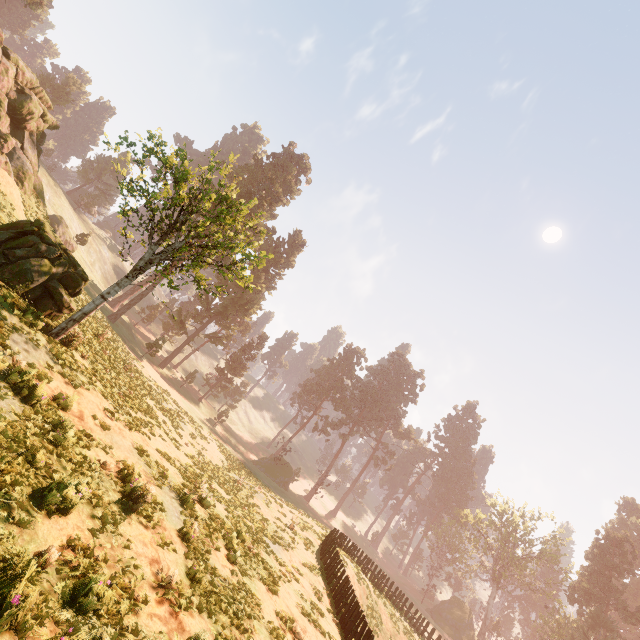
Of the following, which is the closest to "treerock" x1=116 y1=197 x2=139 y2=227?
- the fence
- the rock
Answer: the fence

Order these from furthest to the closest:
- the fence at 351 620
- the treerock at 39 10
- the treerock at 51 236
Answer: the treerock at 39 10
the fence at 351 620
the treerock at 51 236

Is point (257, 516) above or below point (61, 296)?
below

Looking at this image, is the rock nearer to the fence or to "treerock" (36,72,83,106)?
"treerock" (36,72,83,106)

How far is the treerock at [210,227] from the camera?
12.1m

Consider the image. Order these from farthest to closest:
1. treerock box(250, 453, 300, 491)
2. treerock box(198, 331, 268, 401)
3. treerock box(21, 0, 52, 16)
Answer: treerock box(198, 331, 268, 401) → treerock box(250, 453, 300, 491) → treerock box(21, 0, 52, 16)
